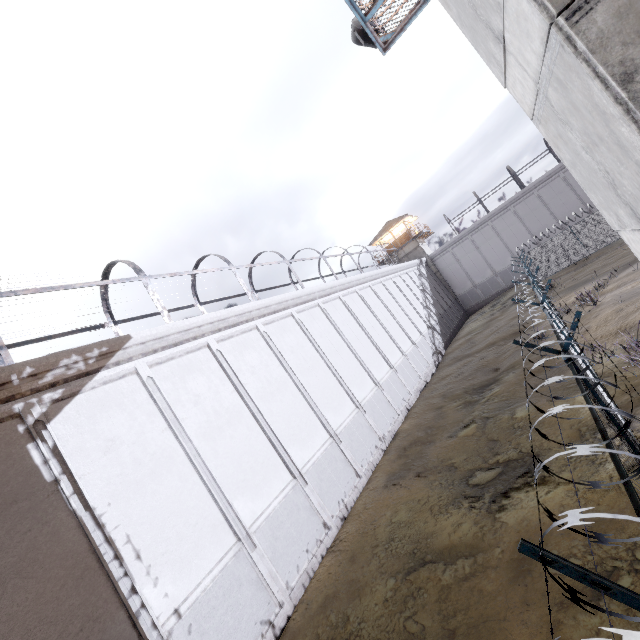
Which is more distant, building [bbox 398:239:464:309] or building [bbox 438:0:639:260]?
building [bbox 398:239:464:309]

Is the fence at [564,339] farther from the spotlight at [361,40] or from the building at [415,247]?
the building at [415,247]

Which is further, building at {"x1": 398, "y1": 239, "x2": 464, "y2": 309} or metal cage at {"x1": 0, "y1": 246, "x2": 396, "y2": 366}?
building at {"x1": 398, "y1": 239, "x2": 464, "y2": 309}

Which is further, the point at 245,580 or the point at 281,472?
the point at 281,472

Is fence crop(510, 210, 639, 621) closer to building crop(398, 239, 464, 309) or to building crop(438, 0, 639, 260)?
building crop(438, 0, 639, 260)

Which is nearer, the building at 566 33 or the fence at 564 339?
the fence at 564 339

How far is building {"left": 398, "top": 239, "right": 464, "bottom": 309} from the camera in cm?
3975

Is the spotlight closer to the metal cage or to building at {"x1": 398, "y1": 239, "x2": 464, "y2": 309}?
the metal cage
